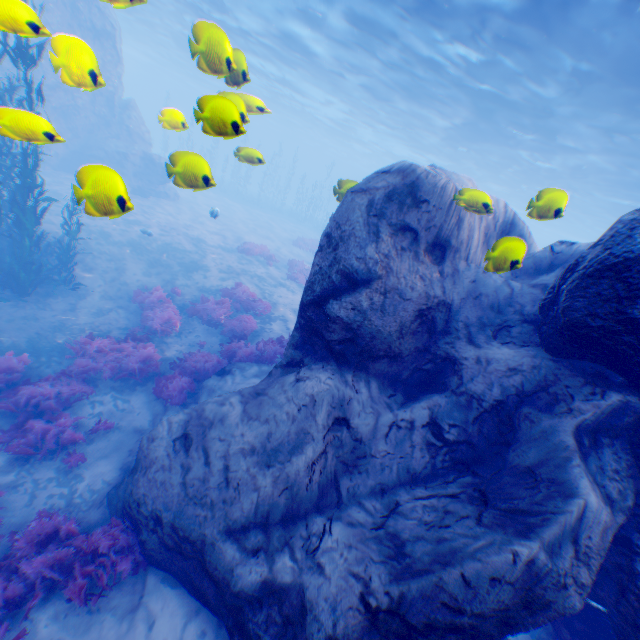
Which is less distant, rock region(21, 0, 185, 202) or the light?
rock region(21, 0, 185, 202)

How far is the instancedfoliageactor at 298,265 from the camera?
18.8 meters

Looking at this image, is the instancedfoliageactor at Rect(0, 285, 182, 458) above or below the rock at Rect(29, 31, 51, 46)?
below

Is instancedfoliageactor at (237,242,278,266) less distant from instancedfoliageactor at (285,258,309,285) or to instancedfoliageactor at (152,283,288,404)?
instancedfoliageactor at (285,258,309,285)

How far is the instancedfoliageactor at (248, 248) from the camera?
19.7m

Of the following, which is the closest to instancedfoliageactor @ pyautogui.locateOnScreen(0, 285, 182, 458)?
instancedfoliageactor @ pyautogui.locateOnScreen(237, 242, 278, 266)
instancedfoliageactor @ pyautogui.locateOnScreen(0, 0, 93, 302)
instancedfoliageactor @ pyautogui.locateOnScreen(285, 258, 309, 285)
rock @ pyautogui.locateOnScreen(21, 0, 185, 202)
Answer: rock @ pyautogui.locateOnScreen(21, 0, 185, 202)

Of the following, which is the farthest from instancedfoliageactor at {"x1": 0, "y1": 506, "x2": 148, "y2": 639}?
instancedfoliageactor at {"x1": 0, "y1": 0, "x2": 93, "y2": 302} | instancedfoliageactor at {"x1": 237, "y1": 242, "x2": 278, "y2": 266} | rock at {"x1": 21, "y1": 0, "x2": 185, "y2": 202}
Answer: instancedfoliageactor at {"x1": 237, "y1": 242, "x2": 278, "y2": 266}

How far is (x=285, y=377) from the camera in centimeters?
599cm
